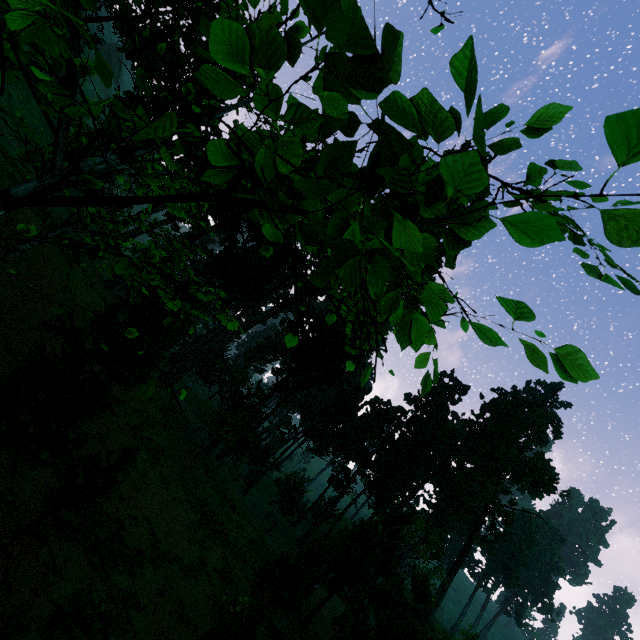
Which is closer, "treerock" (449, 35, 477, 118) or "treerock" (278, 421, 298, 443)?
"treerock" (449, 35, 477, 118)

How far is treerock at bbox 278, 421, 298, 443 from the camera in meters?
49.0

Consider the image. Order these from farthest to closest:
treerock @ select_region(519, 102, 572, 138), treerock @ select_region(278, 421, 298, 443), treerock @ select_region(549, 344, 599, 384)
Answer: treerock @ select_region(278, 421, 298, 443) < treerock @ select_region(519, 102, 572, 138) < treerock @ select_region(549, 344, 599, 384)

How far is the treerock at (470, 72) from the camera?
1.3 meters

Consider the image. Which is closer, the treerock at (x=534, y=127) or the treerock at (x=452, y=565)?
the treerock at (x=452, y=565)

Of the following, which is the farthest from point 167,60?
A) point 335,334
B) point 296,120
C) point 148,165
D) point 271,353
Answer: point 296,120
